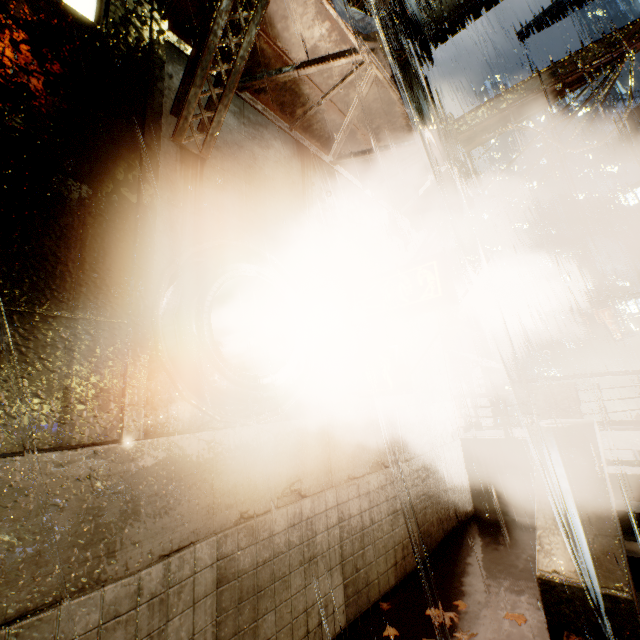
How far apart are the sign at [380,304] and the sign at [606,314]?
22.9 meters

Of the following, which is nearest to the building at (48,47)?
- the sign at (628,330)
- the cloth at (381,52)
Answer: the cloth at (381,52)

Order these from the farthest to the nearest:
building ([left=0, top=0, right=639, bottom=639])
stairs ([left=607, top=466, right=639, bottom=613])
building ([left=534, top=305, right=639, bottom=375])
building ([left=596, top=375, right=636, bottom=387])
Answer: building ([left=596, top=375, right=636, bottom=387])
building ([left=534, top=305, right=639, bottom=375])
stairs ([left=607, top=466, right=639, bottom=613])
building ([left=0, top=0, right=639, bottom=639])

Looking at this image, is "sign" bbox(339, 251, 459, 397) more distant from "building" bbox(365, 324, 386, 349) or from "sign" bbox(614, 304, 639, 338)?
"sign" bbox(614, 304, 639, 338)

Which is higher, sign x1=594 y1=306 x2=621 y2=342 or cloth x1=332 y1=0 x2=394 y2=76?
cloth x1=332 y1=0 x2=394 y2=76

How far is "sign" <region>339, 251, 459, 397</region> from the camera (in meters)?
5.16

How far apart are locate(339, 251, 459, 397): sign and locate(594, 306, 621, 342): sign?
22.9m

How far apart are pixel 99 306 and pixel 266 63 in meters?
4.9
